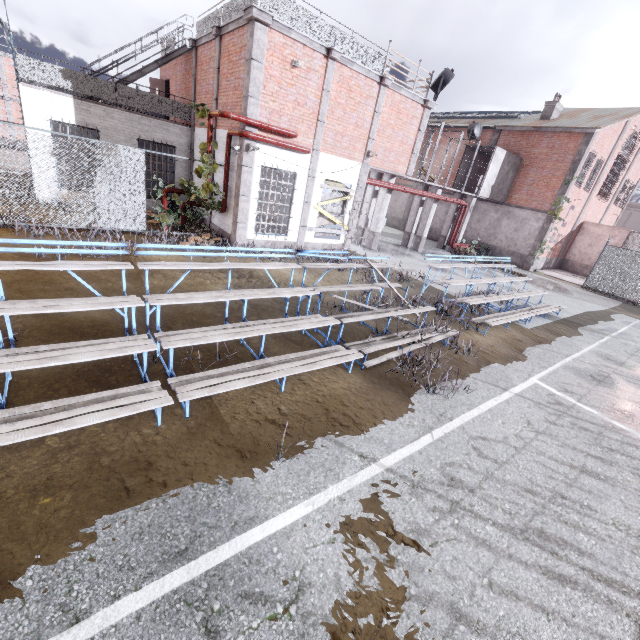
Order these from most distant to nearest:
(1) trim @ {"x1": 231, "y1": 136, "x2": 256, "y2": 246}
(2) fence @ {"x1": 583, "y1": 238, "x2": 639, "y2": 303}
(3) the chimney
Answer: (3) the chimney < (2) fence @ {"x1": 583, "y1": 238, "x2": 639, "y2": 303} < (1) trim @ {"x1": 231, "y1": 136, "x2": 256, "y2": 246}

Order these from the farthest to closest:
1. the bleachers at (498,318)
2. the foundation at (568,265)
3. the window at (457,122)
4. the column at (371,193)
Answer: the foundation at (568,265) → the window at (457,122) → the column at (371,193) → the bleachers at (498,318)

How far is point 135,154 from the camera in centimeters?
1061cm

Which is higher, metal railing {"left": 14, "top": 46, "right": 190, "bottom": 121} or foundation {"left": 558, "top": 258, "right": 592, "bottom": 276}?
metal railing {"left": 14, "top": 46, "right": 190, "bottom": 121}

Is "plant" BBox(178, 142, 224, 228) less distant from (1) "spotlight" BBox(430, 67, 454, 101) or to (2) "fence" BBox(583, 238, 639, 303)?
(2) "fence" BBox(583, 238, 639, 303)

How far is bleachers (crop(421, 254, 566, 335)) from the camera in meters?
9.8

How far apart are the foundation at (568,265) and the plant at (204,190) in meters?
27.8

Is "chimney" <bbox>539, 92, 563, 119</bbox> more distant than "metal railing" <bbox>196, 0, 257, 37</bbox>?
Yes
